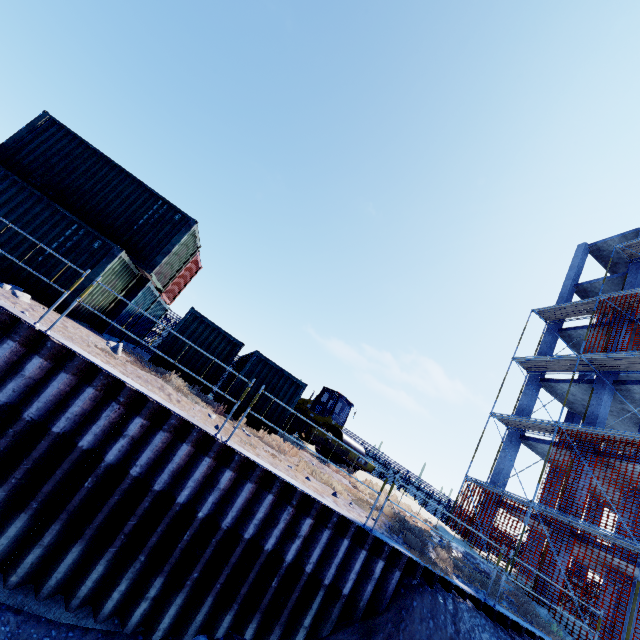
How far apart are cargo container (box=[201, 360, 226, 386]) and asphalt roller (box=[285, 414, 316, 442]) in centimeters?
577cm

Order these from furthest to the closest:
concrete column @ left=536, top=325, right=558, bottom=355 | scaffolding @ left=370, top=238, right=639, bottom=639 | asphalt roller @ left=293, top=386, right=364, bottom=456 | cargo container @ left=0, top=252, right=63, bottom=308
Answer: concrete column @ left=536, top=325, right=558, bottom=355 < asphalt roller @ left=293, top=386, right=364, bottom=456 < scaffolding @ left=370, top=238, right=639, bottom=639 < cargo container @ left=0, top=252, right=63, bottom=308

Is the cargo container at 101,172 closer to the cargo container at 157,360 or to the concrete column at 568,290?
the cargo container at 157,360

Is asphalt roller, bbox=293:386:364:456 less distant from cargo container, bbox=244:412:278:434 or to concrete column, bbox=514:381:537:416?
cargo container, bbox=244:412:278:434

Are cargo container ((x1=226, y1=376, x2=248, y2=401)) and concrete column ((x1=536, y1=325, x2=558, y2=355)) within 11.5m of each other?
no

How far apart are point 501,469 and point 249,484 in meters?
18.1 m

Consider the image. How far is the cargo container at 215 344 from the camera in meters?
11.8

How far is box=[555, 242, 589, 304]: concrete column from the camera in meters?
22.9
